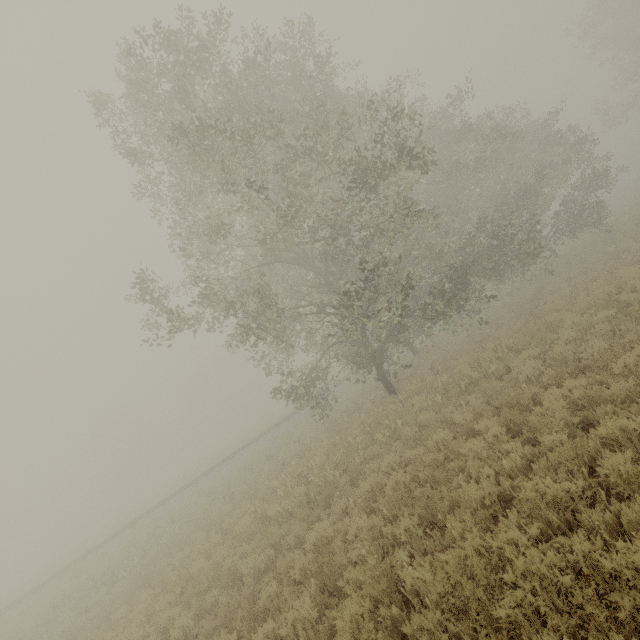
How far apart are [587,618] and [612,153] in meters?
26.2 m

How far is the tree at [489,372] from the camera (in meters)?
9.54

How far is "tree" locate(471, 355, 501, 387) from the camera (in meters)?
9.54
